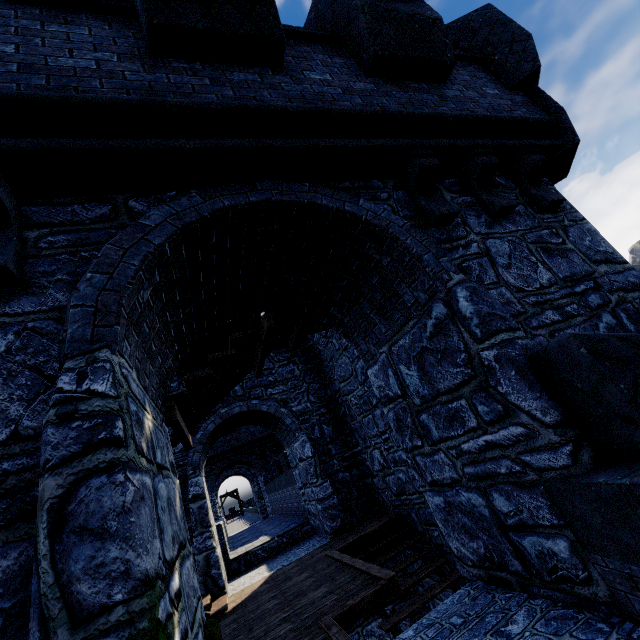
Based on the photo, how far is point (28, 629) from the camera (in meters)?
1.44
